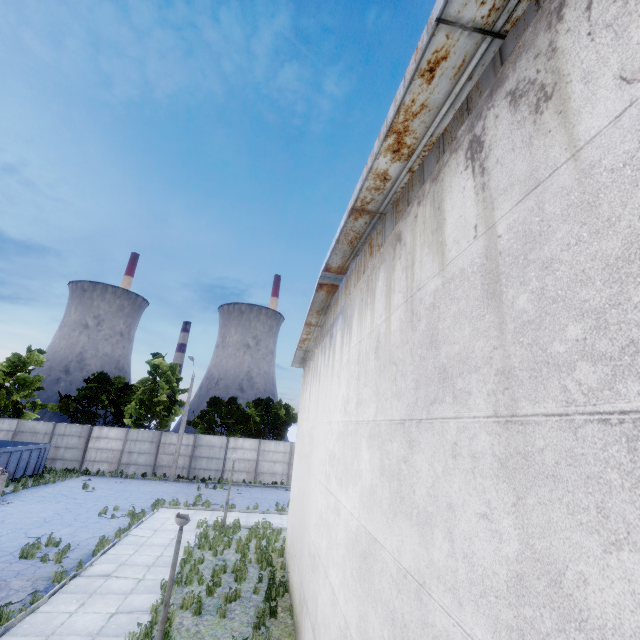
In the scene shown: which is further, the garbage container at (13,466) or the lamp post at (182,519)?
the garbage container at (13,466)

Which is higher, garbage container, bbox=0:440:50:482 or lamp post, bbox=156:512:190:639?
lamp post, bbox=156:512:190:639

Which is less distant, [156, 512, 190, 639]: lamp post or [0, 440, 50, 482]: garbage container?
[156, 512, 190, 639]: lamp post

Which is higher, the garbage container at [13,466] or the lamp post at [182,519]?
the lamp post at [182,519]

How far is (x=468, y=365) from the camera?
2.5m
